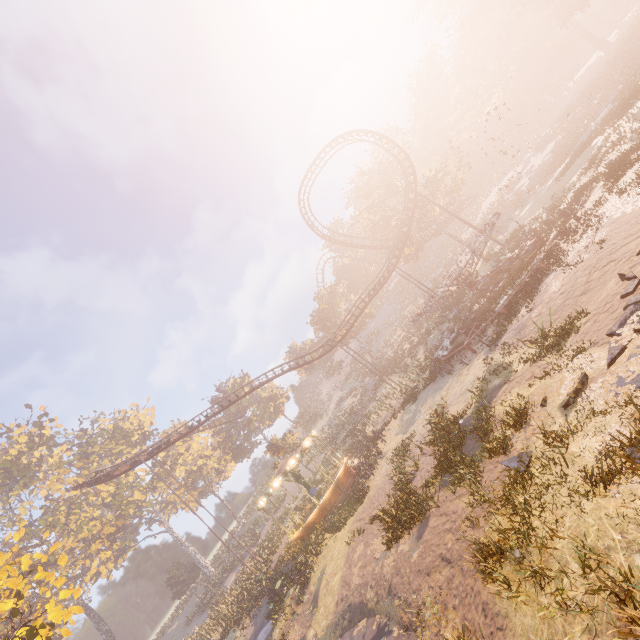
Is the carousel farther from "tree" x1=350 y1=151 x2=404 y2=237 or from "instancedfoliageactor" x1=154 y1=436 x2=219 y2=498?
"tree" x1=350 y1=151 x2=404 y2=237

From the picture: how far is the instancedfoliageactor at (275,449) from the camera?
41.4m

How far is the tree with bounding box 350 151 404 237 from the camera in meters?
41.9

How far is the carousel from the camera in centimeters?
2420cm

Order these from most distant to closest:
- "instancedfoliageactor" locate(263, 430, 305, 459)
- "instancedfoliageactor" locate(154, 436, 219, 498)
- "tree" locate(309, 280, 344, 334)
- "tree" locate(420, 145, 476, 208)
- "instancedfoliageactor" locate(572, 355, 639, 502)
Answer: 1. "tree" locate(309, 280, 344, 334)
2. "instancedfoliageactor" locate(154, 436, 219, 498)
3. "instancedfoliageactor" locate(263, 430, 305, 459)
4. "tree" locate(420, 145, 476, 208)
5. "instancedfoliageactor" locate(572, 355, 639, 502)

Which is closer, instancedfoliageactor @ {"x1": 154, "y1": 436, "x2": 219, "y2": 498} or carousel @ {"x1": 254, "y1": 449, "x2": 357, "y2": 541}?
carousel @ {"x1": 254, "y1": 449, "x2": 357, "y2": 541}

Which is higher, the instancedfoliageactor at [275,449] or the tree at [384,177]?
the tree at [384,177]

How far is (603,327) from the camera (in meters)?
9.94
